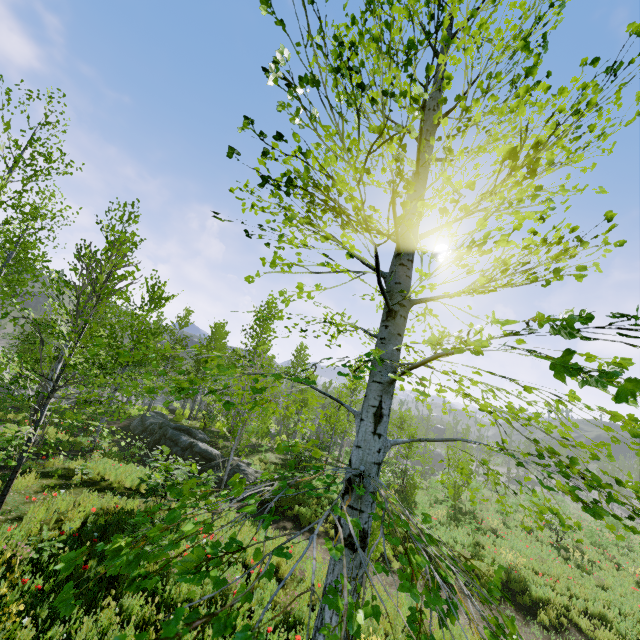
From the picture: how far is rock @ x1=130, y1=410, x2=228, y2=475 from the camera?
15.4 meters

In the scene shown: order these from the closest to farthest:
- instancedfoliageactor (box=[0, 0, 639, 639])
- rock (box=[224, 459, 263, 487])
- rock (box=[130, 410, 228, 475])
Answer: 1. instancedfoliageactor (box=[0, 0, 639, 639])
2. rock (box=[224, 459, 263, 487])
3. rock (box=[130, 410, 228, 475])

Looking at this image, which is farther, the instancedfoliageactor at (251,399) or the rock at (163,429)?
the rock at (163,429)

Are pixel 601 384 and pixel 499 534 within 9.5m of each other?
→ no

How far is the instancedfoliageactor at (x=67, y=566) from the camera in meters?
1.3

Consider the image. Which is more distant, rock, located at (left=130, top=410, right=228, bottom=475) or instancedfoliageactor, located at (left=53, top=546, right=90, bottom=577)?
rock, located at (left=130, top=410, right=228, bottom=475)

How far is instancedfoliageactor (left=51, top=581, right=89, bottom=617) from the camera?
1.2 meters
